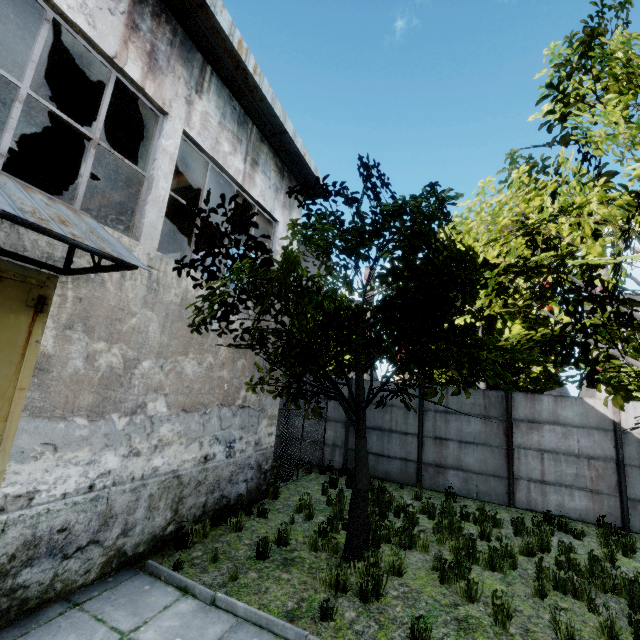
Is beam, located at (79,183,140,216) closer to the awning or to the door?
the awning

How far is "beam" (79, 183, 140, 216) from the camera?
9.8m

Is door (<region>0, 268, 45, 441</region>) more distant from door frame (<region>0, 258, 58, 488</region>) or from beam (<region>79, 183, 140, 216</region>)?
beam (<region>79, 183, 140, 216</region>)

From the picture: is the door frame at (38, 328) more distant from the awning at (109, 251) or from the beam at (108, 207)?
the beam at (108, 207)

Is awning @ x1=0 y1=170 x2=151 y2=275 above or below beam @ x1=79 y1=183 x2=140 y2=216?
below

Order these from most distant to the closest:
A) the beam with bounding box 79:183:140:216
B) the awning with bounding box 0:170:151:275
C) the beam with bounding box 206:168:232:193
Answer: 1. the beam with bounding box 79:183:140:216
2. the beam with bounding box 206:168:232:193
3. the awning with bounding box 0:170:151:275

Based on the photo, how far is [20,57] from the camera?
7.4m

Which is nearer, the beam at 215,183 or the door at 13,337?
the door at 13,337
